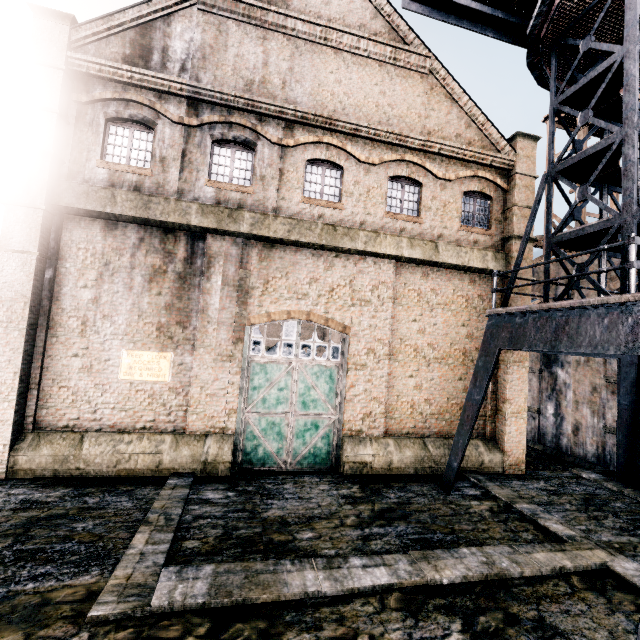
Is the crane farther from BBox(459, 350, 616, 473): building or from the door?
the door

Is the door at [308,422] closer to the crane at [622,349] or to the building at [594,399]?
the building at [594,399]

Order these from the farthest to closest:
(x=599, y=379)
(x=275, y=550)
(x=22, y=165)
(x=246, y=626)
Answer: (x=599, y=379), (x=22, y=165), (x=275, y=550), (x=246, y=626)

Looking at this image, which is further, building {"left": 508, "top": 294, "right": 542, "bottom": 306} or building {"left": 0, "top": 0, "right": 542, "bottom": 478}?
building {"left": 508, "top": 294, "right": 542, "bottom": 306}

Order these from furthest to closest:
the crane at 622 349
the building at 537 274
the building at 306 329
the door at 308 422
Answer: the building at 306 329
the building at 537 274
the door at 308 422
the crane at 622 349

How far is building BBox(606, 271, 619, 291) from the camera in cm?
1655
